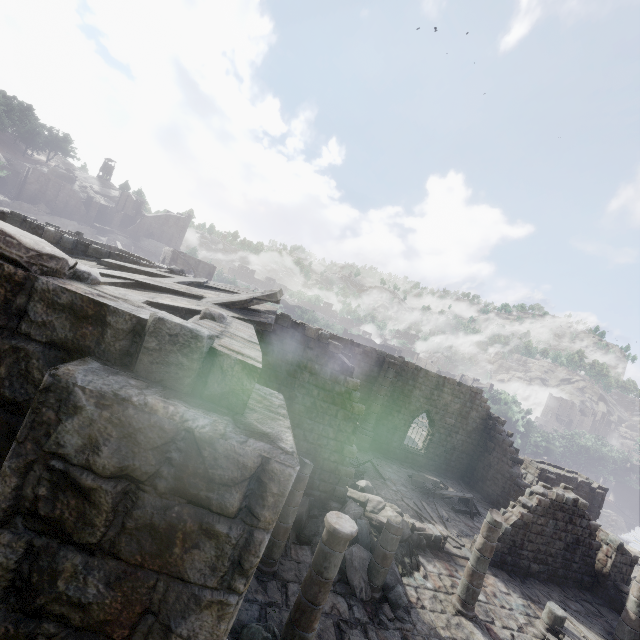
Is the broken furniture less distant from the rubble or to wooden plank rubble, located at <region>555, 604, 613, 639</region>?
the rubble

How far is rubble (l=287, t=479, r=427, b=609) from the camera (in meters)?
9.87

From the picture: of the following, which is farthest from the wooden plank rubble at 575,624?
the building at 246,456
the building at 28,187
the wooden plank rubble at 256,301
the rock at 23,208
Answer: the building at 28,187

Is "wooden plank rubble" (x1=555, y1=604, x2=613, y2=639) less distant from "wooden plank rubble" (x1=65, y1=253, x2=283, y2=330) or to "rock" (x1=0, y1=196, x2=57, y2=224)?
"wooden plank rubble" (x1=65, y1=253, x2=283, y2=330)

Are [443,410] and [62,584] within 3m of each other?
no

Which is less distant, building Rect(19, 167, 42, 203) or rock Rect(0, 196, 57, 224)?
rock Rect(0, 196, 57, 224)

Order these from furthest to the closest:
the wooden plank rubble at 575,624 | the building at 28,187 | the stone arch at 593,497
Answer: the building at 28,187
the stone arch at 593,497
the wooden plank rubble at 575,624

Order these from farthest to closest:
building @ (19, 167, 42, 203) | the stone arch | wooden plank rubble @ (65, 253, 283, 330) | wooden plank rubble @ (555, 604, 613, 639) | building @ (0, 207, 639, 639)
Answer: building @ (19, 167, 42, 203) < the stone arch < wooden plank rubble @ (555, 604, 613, 639) < wooden plank rubble @ (65, 253, 283, 330) < building @ (0, 207, 639, 639)
